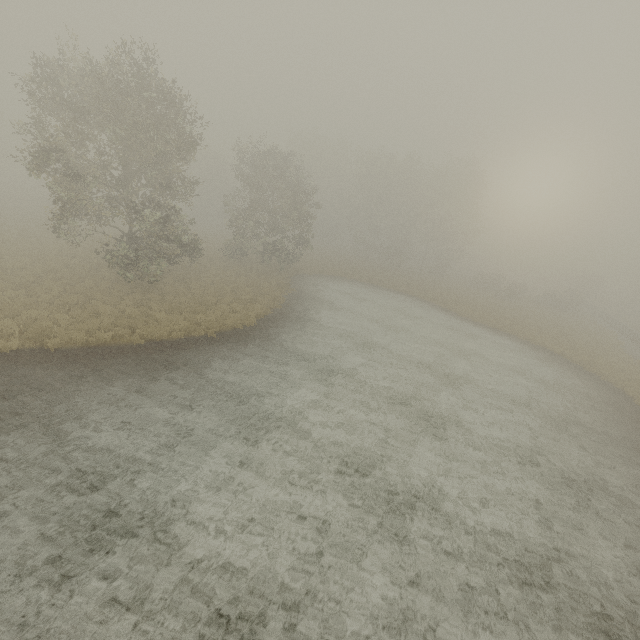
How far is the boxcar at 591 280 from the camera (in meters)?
57.84

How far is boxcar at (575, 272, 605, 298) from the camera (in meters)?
57.84

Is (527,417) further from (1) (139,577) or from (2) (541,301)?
(2) (541,301)

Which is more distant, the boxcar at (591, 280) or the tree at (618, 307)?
the boxcar at (591, 280)

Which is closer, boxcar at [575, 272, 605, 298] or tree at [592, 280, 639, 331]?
tree at [592, 280, 639, 331]
